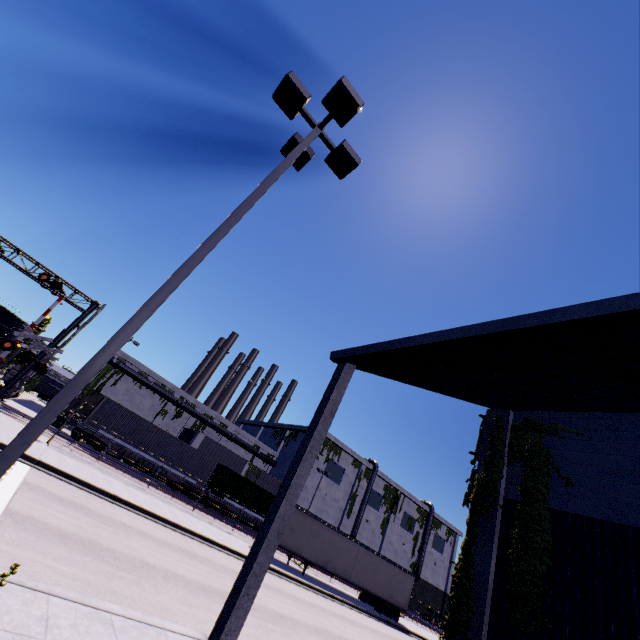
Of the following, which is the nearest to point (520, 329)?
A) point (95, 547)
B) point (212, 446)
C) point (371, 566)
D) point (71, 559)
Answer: point (71, 559)

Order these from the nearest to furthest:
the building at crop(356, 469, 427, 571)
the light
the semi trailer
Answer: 1. the light
2. the semi trailer
3. the building at crop(356, 469, 427, 571)

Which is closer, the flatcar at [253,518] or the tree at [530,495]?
the tree at [530,495]

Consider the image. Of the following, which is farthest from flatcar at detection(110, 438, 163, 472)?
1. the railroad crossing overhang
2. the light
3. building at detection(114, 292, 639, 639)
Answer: the light

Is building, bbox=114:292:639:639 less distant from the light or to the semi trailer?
the semi trailer

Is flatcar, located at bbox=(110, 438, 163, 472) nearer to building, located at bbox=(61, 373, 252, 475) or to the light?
building, located at bbox=(61, 373, 252, 475)

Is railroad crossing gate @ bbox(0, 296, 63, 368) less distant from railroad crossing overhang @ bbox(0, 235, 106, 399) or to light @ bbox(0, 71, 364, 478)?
railroad crossing overhang @ bbox(0, 235, 106, 399)

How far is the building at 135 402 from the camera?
41.1m
